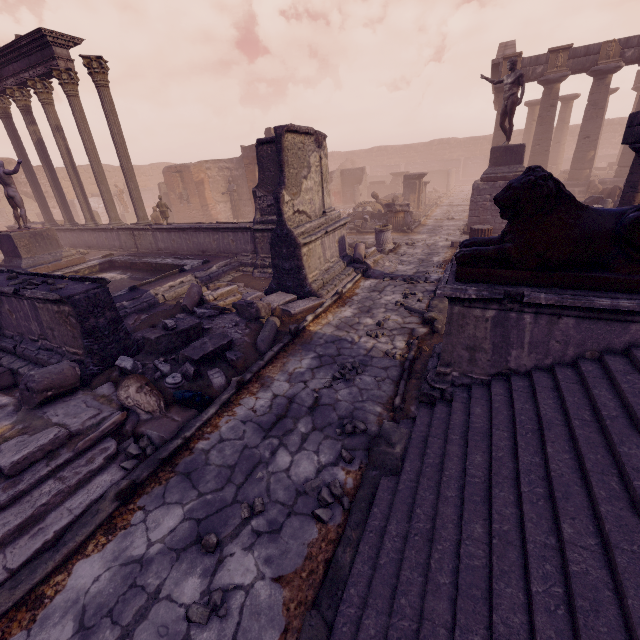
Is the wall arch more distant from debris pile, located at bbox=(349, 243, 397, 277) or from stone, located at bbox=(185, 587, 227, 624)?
stone, located at bbox=(185, 587, 227, 624)

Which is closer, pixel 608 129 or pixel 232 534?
pixel 232 534

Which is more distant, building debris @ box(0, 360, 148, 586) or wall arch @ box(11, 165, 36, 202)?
wall arch @ box(11, 165, 36, 202)

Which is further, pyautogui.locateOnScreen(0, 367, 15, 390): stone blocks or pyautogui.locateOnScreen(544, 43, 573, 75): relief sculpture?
pyautogui.locateOnScreen(544, 43, 573, 75): relief sculpture

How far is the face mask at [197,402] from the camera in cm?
454

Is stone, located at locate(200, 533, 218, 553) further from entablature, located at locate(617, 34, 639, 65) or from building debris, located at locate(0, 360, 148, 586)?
entablature, located at locate(617, 34, 639, 65)

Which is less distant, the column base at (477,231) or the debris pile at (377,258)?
the debris pile at (377,258)

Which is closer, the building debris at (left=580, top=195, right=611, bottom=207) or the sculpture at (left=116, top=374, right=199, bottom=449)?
the sculpture at (left=116, top=374, right=199, bottom=449)
